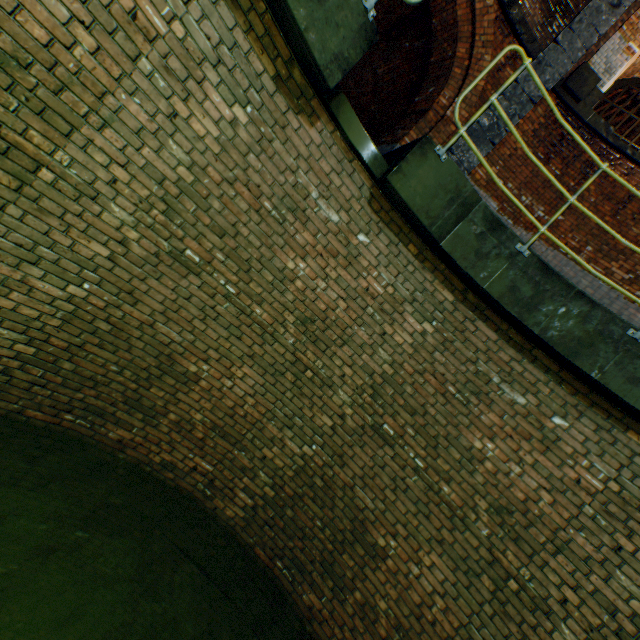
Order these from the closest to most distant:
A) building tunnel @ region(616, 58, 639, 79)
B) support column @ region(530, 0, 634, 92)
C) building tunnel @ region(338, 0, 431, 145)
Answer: support column @ region(530, 0, 634, 92)
building tunnel @ region(338, 0, 431, 145)
building tunnel @ region(616, 58, 639, 79)

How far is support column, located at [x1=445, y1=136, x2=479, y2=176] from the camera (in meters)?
6.70

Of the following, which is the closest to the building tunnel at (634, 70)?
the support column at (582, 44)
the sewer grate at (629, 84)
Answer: the sewer grate at (629, 84)

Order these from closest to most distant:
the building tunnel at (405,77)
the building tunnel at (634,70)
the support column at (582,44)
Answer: the support column at (582,44) → the building tunnel at (405,77) → the building tunnel at (634,70)

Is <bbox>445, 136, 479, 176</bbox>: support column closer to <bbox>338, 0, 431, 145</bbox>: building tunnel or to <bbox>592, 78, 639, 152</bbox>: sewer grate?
<bbox>338, 0, 431, 145</bbox>: building tunnel

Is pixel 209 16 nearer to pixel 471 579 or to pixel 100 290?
pixel 100 290
